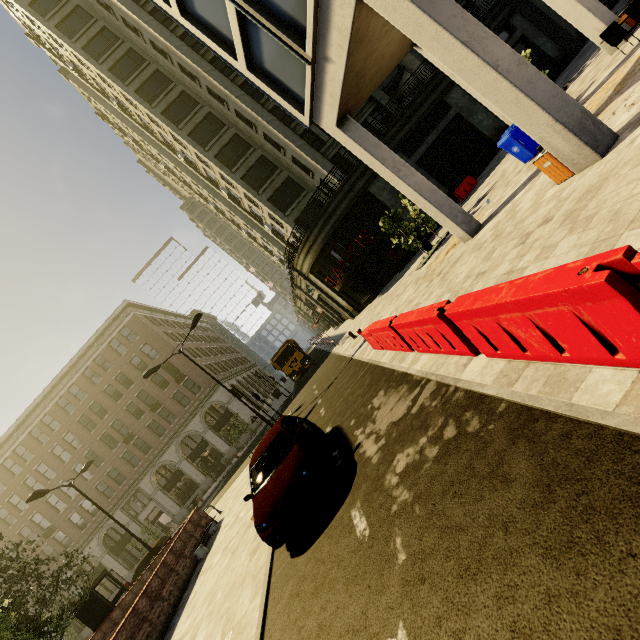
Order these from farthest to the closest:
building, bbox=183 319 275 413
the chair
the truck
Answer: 1. building, bbox=183 319 275 413
2. the truck
3. the chair

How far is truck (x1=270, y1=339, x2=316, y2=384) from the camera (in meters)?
27.47

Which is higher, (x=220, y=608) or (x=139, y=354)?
(x=139, y=354)

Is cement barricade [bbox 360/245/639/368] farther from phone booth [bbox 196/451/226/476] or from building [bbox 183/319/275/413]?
phone booth [bbox 196/451/226/476]

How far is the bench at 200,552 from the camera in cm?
1201

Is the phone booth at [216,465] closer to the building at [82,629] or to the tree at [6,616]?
the building at [82,629]

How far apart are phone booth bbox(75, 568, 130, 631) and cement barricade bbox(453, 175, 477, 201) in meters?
28.3

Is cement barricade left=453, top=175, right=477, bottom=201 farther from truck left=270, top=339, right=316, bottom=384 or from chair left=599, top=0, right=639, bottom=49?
truck left=270, top=339, right=316, bottom=384
